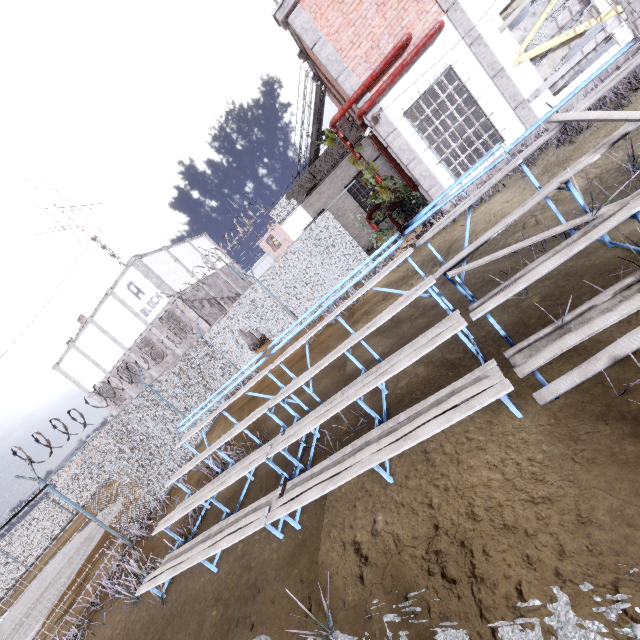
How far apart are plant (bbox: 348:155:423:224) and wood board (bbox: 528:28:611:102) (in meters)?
3.90

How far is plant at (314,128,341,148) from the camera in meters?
10.3 m

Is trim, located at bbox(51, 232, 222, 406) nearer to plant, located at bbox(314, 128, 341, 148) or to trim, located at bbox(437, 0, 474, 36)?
plant, located at bbox(314, 128, 341, 148)

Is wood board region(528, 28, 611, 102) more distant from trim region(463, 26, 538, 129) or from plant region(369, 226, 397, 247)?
plant region(369, 226, 397, 247)

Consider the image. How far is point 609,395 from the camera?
2.49m

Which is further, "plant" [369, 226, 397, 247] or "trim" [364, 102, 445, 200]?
"plant" [369, 226, 397, 247]

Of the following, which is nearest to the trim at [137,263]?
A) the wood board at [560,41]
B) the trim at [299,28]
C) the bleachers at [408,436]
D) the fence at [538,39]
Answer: the fence at [538,39]

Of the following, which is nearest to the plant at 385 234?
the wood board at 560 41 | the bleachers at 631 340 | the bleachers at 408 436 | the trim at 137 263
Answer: the wood board at 560 41
